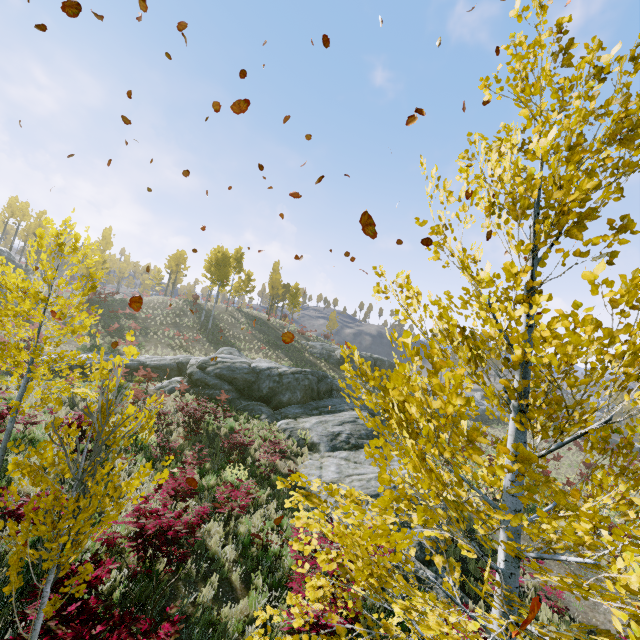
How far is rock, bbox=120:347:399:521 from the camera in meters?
13.0 m

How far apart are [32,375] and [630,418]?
9.36m

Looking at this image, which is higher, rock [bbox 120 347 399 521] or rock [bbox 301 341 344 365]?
rock [bbox 301 341 344 365]

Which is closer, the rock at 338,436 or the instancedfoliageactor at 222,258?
the rock at 338,436

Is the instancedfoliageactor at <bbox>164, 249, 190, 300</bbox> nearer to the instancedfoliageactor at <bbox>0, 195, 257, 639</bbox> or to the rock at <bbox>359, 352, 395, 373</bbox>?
the rock at <bbox>359, 352, 395, 373</bbox>

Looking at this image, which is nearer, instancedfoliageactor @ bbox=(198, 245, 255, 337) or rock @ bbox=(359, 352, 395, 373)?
instancedfoliageactor @ bbox=(198, 245, 255, 337)

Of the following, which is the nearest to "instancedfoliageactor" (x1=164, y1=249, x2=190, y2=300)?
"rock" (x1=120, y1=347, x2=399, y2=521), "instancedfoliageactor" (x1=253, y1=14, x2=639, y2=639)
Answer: "rock" (x1=120, y1=347, x2=399, y2=521)

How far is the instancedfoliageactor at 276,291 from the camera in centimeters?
4500cm
